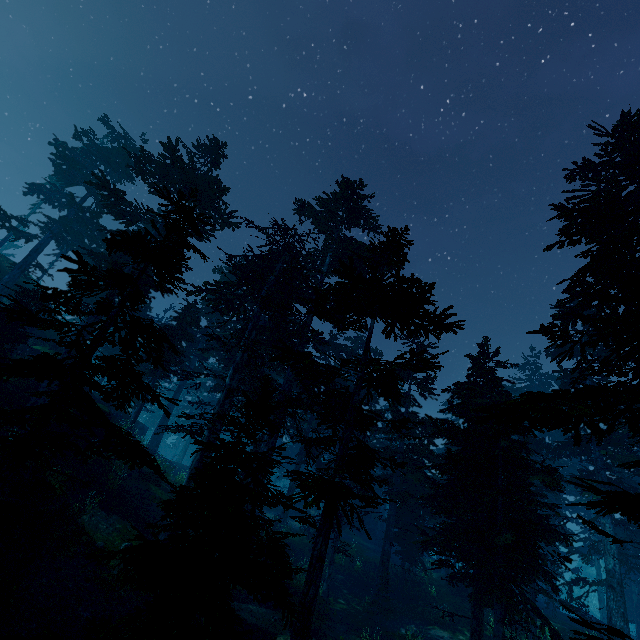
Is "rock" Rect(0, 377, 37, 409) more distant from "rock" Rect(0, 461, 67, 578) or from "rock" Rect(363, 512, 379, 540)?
"rock" Rect(363, 512, 379, 540)

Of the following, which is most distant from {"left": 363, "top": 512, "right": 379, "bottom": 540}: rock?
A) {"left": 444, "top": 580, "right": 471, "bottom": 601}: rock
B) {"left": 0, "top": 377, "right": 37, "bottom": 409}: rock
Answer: {"left": 0, "top": 377, "right": 37, "bottom": 409}: rock

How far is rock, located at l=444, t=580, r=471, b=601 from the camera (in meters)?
22.92

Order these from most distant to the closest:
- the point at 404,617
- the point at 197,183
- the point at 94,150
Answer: the point at 94,150 < the point at 197,183 < the point at 404,617

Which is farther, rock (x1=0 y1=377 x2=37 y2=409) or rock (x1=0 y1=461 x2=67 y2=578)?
rock (x1=0 y1=377 x2=37 y2=409)

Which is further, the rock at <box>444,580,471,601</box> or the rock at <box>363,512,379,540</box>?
the rock at <box>363,512,379,540</box>

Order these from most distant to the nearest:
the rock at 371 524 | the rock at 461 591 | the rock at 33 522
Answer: the rock at 371 524 → the rock at 461 591 → the rock at 33 522

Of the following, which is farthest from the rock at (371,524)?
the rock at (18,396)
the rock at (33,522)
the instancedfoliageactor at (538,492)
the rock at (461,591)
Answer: the rock at (33,522)
